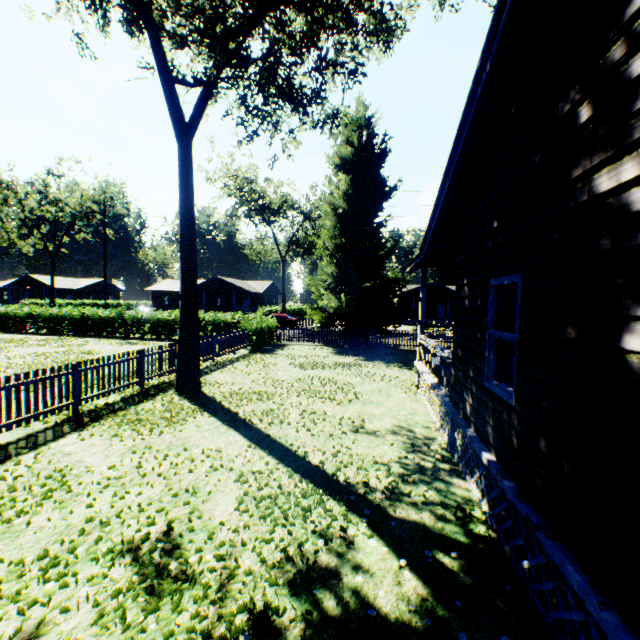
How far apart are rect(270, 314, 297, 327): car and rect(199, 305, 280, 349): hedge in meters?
11.1

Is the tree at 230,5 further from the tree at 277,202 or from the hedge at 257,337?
the tree at 277,202

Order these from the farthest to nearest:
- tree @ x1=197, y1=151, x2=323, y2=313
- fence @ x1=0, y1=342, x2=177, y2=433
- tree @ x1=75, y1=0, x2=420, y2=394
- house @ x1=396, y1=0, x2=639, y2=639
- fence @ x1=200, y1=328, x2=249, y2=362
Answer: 1. tree @ x1=197, y1=151, x2=323, y2=313
2. fence @ x1=200, y1=328, x2=249, y2=362
3. tree @ x1=75, y1=0, x2=420, y2=394
4. fence @ x1=0, y1=342, x2=177, y2=433
5. house @ x1=396, y1=0, x2=639, y2=639

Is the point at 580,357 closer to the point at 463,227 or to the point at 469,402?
the point at 469,402

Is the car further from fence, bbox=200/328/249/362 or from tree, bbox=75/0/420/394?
tree, bbox=75/0/420/394

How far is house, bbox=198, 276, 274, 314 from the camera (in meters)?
49.59

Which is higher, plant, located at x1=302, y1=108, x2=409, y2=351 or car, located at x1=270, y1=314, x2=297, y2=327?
plant, located at x1=302, y1=108, x2=409, y2=351

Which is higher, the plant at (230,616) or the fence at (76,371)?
the fence at (76,371)
